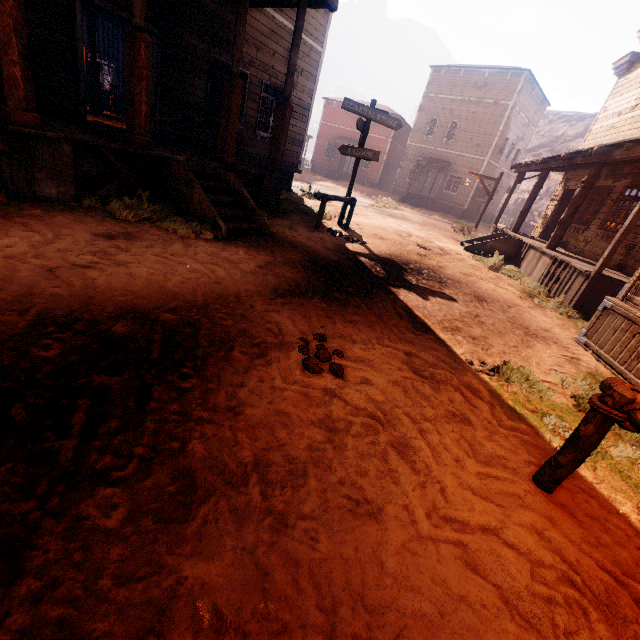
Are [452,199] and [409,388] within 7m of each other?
no

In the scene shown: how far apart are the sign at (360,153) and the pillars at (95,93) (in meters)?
10.36

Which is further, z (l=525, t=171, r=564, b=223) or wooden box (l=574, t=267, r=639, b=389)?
z (l=525, t=171, r=564, b=223)

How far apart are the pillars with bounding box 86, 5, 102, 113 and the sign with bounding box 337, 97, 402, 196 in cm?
1036

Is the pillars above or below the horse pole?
above

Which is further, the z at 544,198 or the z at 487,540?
the z at 544,198

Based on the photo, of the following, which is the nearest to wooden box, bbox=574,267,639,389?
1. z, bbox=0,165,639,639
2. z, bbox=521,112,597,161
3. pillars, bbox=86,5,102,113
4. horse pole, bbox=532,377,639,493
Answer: z, bbox=0,165,639,639

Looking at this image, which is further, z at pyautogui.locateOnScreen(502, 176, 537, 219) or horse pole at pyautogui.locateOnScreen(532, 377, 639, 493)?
z at pyautogui.locateOnScreen(502, 176, 537, 219)
